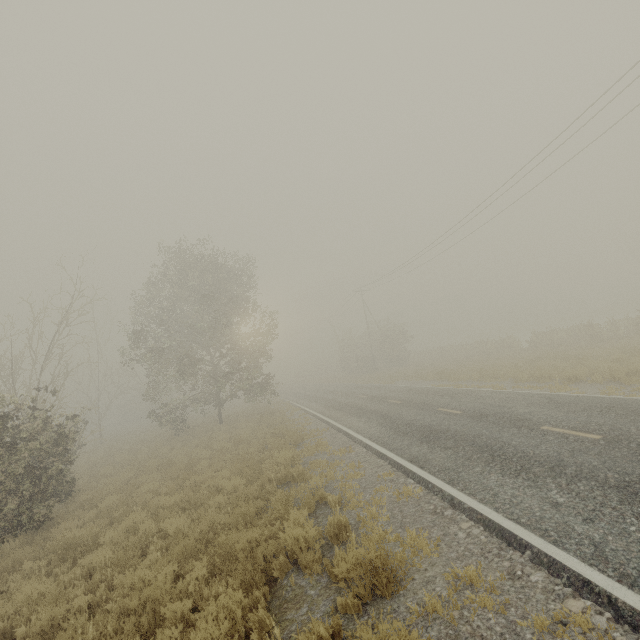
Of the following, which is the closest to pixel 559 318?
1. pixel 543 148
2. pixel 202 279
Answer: pixel 543 148
